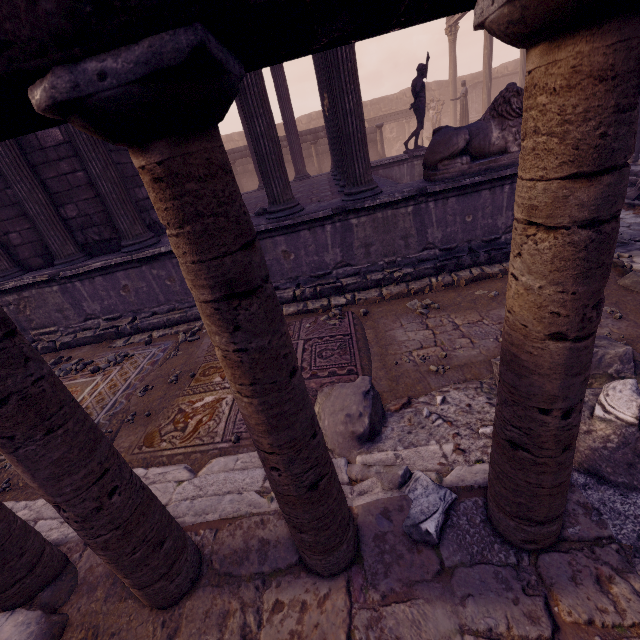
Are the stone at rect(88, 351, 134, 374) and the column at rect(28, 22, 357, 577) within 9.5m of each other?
yes

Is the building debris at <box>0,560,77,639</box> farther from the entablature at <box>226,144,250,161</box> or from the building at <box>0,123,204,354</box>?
the entablature at <box>226,144,250,161</box>

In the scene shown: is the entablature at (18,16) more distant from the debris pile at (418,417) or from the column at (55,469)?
the debris pile at (418,417)

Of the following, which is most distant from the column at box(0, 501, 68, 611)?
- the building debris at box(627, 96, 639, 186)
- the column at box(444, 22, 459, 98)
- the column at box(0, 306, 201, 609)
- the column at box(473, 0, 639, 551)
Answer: the column at box(444, 22, 459, 98)

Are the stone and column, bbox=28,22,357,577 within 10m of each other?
yes

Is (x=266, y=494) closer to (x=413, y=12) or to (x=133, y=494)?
(x=133, y=494)

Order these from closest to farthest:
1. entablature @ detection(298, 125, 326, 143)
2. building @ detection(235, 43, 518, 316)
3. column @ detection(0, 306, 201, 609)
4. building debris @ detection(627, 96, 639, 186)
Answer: column @ detection(0, 306, 201, 609) < building @ detection(235, 43, 518, 316) < building debris @ detection(627, 96, 639, 186) < entablature @ detection(298, 125, 326, 143)

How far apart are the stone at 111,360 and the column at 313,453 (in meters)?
4.67
